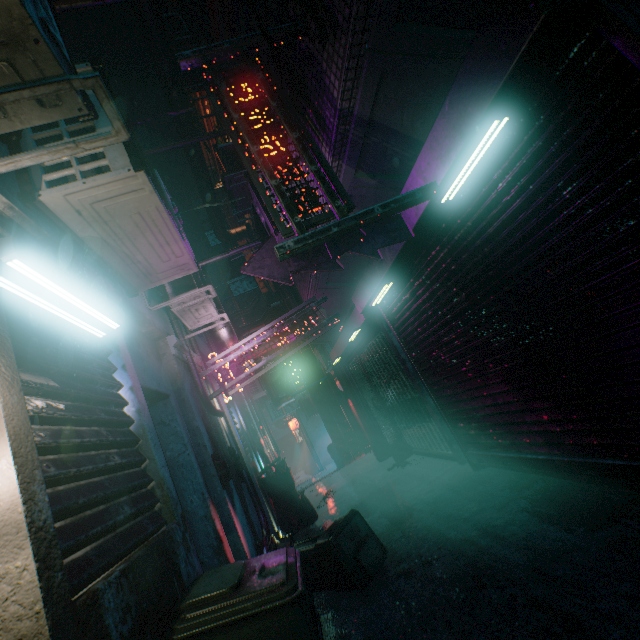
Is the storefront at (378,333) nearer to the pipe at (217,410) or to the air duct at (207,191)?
the pipe at (217,410)

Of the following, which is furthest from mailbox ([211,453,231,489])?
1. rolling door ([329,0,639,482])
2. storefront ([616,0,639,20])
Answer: storefront ([616,0,639,20])

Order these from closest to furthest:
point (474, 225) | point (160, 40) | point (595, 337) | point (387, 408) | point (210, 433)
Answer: point (595, 337) < point (474, 225) < point (210, 433) < point (160, 40) < point (387, 408)

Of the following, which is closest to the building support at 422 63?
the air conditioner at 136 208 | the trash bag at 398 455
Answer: the air conditioner at 136 208

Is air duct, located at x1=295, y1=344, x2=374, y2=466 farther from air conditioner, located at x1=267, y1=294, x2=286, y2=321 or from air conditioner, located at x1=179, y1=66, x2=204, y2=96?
air conditioner, located at x1=179, y1=66, x2=204, y2=96

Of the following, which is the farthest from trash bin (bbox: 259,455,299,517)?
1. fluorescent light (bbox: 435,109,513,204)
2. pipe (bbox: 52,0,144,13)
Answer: pipe (bbox: 52,0,144,13)

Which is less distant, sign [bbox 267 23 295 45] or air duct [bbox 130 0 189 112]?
sign [bbox 267 23 295 45]

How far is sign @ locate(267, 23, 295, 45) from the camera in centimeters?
229cm
